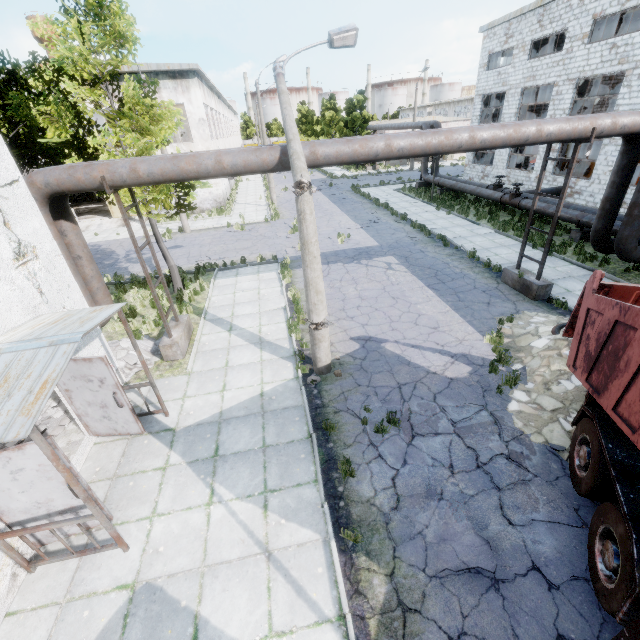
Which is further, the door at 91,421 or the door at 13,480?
the door at 91,421

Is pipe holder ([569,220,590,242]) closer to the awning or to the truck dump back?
the truck dump back

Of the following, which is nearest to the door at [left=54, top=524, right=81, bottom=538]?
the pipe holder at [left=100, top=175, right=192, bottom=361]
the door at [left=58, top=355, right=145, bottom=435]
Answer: the door at [left=58, top=355, right=145, bottom=435]

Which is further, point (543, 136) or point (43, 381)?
point (543, 136)

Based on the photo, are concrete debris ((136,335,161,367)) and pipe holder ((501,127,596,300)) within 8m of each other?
no

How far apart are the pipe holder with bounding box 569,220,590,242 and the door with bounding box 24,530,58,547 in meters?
19.9

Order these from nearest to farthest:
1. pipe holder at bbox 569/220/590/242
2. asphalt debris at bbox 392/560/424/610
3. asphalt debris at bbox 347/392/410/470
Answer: asphalt debris at bbox 392/560/424/610
asphalt debris at bbox 347/392/410/470
pipe holder at bbox 569/220/590/242

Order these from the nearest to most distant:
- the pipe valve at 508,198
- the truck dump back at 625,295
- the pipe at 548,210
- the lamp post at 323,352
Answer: the truck dump back at 625,295 → the lamp post at 323,352 → the pipe at 548,210 → the pipe valve at 508,198
